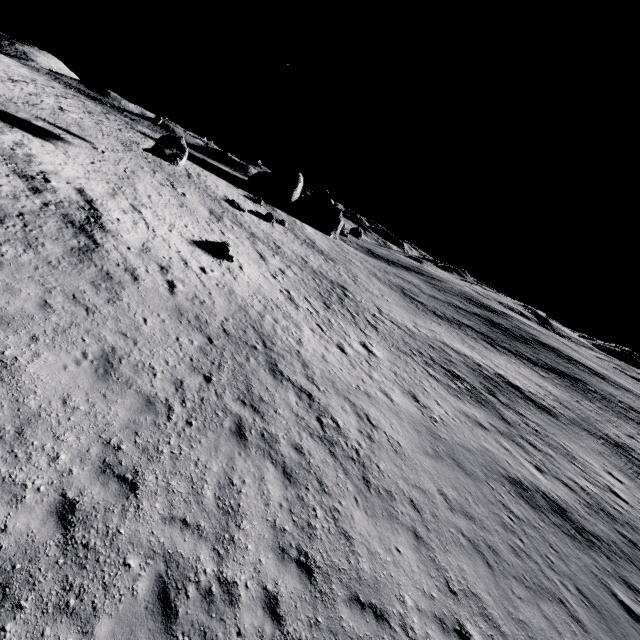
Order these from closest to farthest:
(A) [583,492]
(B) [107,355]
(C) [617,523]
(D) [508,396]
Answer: (B) [107,355], (C) [617,523], (A) [583,492], (D) [508,396]

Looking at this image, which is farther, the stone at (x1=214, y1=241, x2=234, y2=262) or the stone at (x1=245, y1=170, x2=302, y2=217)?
the stone at (x1=245, y1=170, x2=302, y2=217)

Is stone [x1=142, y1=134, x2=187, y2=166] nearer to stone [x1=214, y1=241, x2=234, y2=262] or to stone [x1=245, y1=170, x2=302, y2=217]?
stone [x1=214, y1=241, x2=234, y2=262]

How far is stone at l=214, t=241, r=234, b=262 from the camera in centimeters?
2030cm

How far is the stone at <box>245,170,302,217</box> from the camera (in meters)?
52.31

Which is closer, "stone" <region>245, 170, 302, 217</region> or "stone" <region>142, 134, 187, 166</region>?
"stone" <region>142, 134, 187, 166</region>

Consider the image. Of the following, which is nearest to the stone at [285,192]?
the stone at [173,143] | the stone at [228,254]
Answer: the stone at [173,143]
